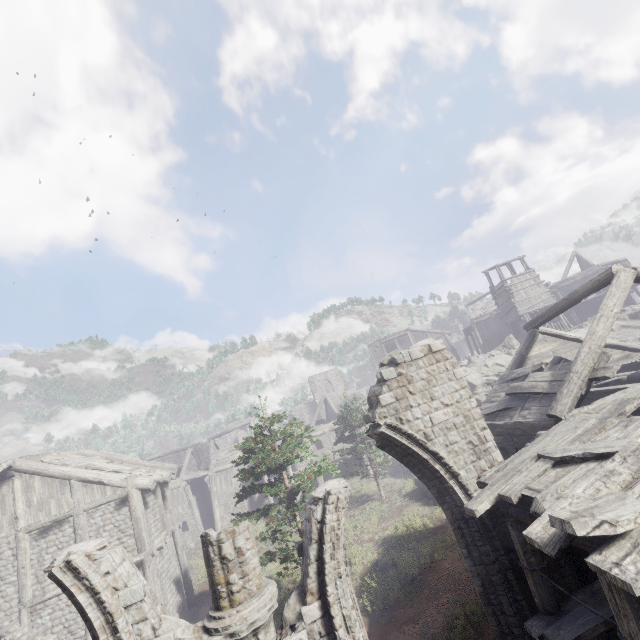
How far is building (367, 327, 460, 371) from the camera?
50.2m

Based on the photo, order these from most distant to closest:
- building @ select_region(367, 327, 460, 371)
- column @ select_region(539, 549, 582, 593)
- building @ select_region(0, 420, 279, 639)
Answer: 1. building @ select_region(367, 327, 460, 371)
2. building @ select_region(0, 420, 279, 639)
3. column @ select_region(539, 549, 582, 593)

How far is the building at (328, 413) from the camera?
32.19m

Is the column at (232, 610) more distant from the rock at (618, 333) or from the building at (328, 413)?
the rock at (618, 333)

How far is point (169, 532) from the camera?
17.5m

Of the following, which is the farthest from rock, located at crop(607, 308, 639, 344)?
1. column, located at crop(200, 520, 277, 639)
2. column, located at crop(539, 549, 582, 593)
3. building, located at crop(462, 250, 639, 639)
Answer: column, located at crop(200, 520, 277, 639)

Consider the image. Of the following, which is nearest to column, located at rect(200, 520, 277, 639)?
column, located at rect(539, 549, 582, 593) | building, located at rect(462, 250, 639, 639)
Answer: building, located at rect(462, 250, 639, 639)

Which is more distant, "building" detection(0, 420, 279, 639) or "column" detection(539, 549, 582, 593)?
"building" detection(0, 420, 279, 639)
